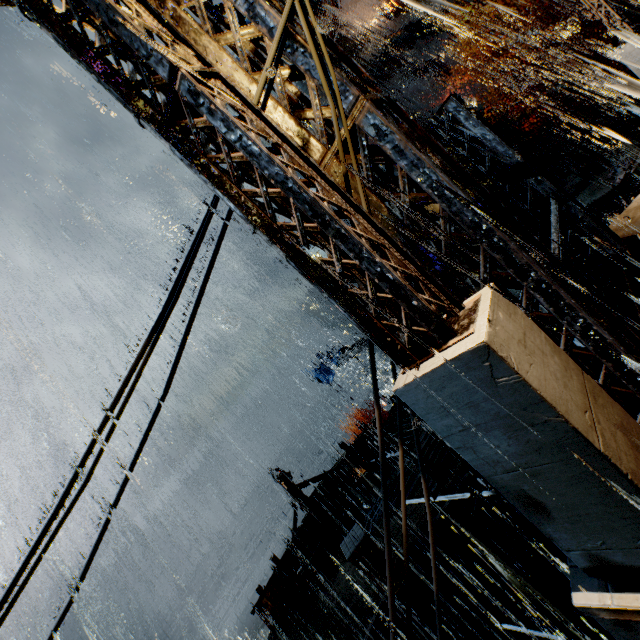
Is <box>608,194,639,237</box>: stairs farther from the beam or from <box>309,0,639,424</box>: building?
the beam

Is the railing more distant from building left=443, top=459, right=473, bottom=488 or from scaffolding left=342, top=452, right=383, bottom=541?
scaffolding left=342, top=452, right=383, bottom=541

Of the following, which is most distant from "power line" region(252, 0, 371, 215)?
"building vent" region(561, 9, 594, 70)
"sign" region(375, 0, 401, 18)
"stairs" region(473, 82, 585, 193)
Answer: "sign" region(375, 0, 401, 18)

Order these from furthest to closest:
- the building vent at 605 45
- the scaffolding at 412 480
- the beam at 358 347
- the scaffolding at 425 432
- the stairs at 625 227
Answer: the beam at 358 347 → the building vent at 605 45 → the stairs at 625 227 → the scaffolding at 412 480 → the scaffolding at 425 432

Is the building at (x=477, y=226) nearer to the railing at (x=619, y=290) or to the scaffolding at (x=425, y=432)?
the railing at (x=619, y=290)

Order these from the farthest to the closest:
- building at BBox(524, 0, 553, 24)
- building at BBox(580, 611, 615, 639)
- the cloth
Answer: the cloth < building at BBox(524, 0, 553, 24) < building at BBox(580, 611, 615, 639)

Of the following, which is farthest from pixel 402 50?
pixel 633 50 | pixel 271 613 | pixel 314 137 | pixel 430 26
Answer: pixel 271 613

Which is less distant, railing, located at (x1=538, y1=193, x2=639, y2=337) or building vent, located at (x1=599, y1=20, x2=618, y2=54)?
railing, located at (x1=538, y1=193, x2=639, y2=337)
